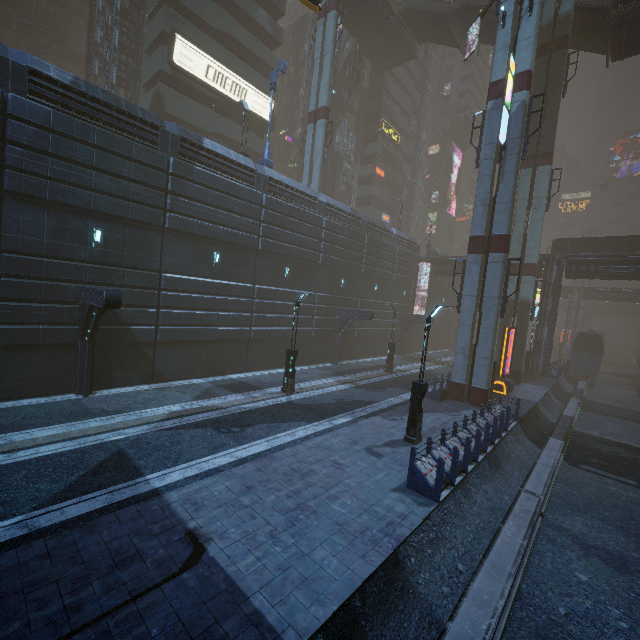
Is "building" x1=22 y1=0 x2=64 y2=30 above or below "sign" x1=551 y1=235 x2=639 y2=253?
above

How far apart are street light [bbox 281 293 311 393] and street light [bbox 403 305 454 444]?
6.7m

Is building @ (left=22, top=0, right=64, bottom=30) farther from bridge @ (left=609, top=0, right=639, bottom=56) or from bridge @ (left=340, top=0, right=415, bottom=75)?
bridge @ (left=340, top=0, right=415, bottom=75)

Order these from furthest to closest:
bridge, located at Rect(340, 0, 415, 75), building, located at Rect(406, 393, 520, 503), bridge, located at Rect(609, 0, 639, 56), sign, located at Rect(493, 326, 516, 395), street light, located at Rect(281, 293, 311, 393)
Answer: bridge, located at Rect(340, 0, 415, 75)
bridge, located at Rect(609, 0, 639, 56)
sign, located at Rect(493, 326, 516, 395)
street light, located at Rect(281, 293, 311, 393)
building, located at Rect(406, 393, 520, 503)

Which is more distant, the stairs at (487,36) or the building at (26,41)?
the building at (26,41)

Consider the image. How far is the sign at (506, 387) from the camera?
22.4m

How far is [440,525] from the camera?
8.7m

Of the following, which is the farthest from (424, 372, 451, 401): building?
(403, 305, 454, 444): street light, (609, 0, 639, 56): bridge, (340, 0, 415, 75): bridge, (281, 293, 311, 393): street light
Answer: (281, 293, 311, 393): street light
